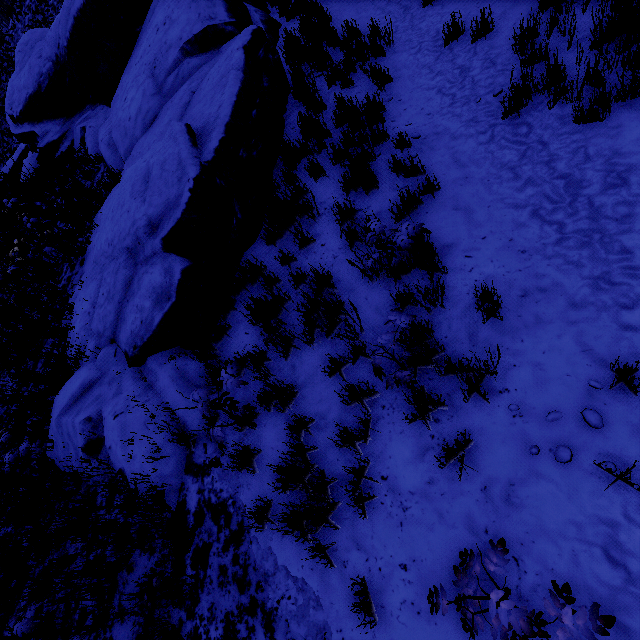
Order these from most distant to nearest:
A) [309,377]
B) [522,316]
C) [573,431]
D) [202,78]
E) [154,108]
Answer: [154,108], [202,78], [309,377], [522,316], [573,431]
